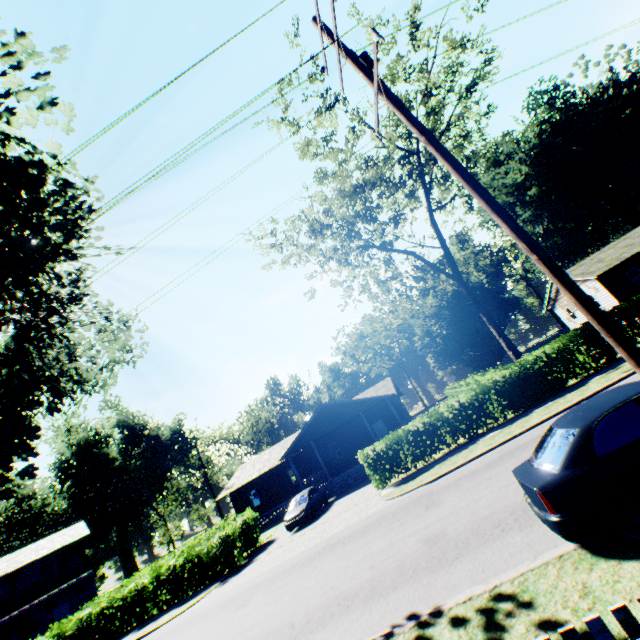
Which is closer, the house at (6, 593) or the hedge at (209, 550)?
the hedge at (209, 550)

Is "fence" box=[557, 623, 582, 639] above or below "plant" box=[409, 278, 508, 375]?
below

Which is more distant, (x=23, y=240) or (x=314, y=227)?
(x=314, y=227)

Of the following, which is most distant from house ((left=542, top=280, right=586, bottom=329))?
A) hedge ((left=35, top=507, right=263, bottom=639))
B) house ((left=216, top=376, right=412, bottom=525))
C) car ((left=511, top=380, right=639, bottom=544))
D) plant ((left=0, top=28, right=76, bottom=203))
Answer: hedge ((left=35, top=507, right=263, bottom=639))

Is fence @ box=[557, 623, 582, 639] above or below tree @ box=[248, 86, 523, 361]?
below

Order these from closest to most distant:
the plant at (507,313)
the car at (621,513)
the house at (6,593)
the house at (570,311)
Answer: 1. the car at (621,513)
2. the house at (6,593)
3. the house at (570,311)
4. the plant at (507,313)

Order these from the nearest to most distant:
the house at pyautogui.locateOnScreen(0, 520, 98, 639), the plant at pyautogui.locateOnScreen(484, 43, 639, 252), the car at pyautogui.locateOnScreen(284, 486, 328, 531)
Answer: the car at pyautogui.locateOnScreen(284, 486, 328, 531), the house at pyautogui.locateOnScreen(0, 520, 98, 639), the plant at pyautogui.locateOnScreen(484, 43, 639, 252)

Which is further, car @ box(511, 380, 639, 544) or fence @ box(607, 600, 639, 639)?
car @ box(511, 380, 639, 544)
